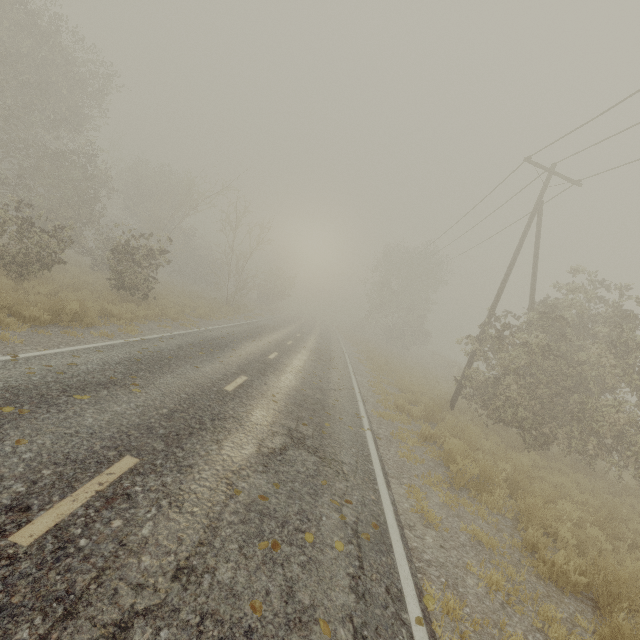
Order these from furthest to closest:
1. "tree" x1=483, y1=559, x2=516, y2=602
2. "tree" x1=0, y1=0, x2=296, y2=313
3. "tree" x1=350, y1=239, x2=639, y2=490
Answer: "tree" x1=0, y1=0, x2=296, y2=313 < "tree" x1=350, y1=239, x2=639, y2=490 < "tree" x1=483, y1=559, x2=516, y2=602

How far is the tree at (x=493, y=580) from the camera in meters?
4.2

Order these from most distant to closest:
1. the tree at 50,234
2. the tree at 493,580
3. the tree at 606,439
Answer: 1. the tree at 50,234
2. the tree at 606,439
3. the tree at 493,580

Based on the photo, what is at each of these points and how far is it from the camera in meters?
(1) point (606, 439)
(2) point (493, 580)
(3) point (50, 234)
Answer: (1) tree, 10.2
(2) tree, 4.3
(3) tree, 12.3

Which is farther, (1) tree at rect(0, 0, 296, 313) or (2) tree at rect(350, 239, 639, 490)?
(1) tree at rect(0, 0, 296, 313)

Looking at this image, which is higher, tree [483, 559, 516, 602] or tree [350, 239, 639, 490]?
tree [350, 239, 639, 490]

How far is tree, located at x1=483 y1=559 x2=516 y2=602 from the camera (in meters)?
4.18
